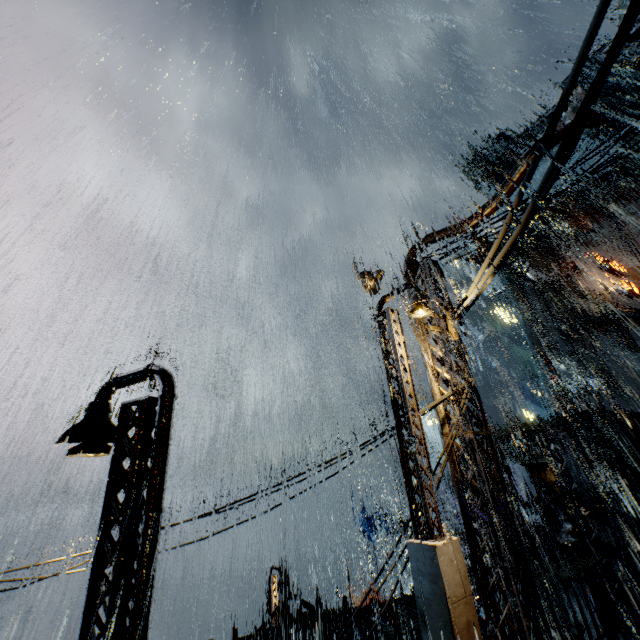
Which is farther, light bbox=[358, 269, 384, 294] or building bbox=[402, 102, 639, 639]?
light bbox=[358, 269, 384, 294]

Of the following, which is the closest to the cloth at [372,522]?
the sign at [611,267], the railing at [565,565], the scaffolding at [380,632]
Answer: the scaffolding at [380,632]

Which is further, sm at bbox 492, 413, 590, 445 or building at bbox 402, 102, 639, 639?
sm at bbox 492, 413, 590, 445

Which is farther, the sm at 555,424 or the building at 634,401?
the building at 634,401

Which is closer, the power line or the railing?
the power line

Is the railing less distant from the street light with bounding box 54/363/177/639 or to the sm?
the street light with bounding box 54/363/177/639

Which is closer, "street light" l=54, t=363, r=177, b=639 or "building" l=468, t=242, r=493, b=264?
"street light" l=54, t=363, r=177, b=639

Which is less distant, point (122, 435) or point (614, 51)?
point (614, 51)
